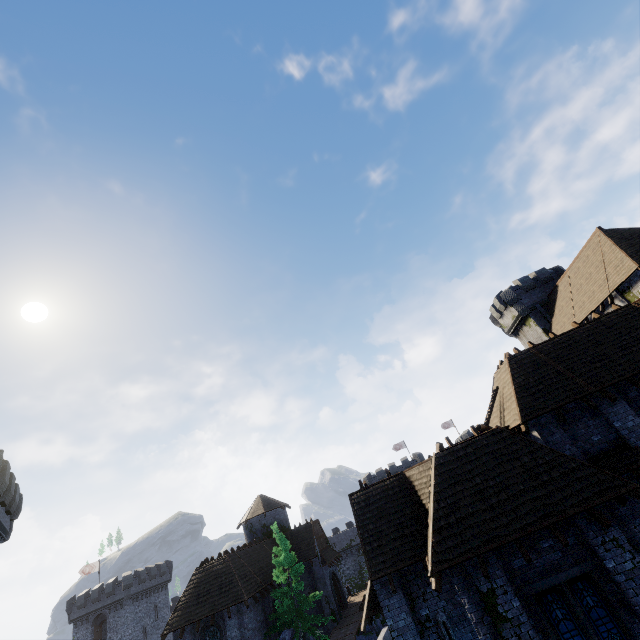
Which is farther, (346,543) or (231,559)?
(346,543)

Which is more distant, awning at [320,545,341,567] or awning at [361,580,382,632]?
awning at [320,545,341,567]

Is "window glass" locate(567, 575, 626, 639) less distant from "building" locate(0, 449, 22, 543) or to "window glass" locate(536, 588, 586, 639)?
"window glass" locate(536, 588, 586, 639)

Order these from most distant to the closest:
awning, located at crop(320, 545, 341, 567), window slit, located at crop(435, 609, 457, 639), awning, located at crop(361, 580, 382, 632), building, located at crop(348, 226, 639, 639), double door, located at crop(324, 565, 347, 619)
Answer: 1. awning, located at crop(320, 545, 341, 567)
2. double door, located at crop(324, 565, 347, 619)
3. awning, located at crop(361, 580, 382, 632)
4. window slit, located at crop(435, 609, 457, 639)
5. building, located at crop(348, 226, 639, 639)

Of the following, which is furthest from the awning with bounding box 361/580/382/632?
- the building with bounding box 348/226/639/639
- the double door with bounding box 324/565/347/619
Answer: the double door with bounding box 324/565/347/619

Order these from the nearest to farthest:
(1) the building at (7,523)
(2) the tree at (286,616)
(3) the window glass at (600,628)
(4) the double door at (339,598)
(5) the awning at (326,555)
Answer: (3) the window glass at (600,628) → (1) the building at (7,523) → (2) the tree at (286,616) → (4) the double door at (339,598) → (5) the awning at (326,555)

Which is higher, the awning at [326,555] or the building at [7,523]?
the building at [7,523]

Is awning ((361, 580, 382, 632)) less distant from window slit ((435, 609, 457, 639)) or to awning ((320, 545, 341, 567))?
window slit ((435, 609, 457, 639))
